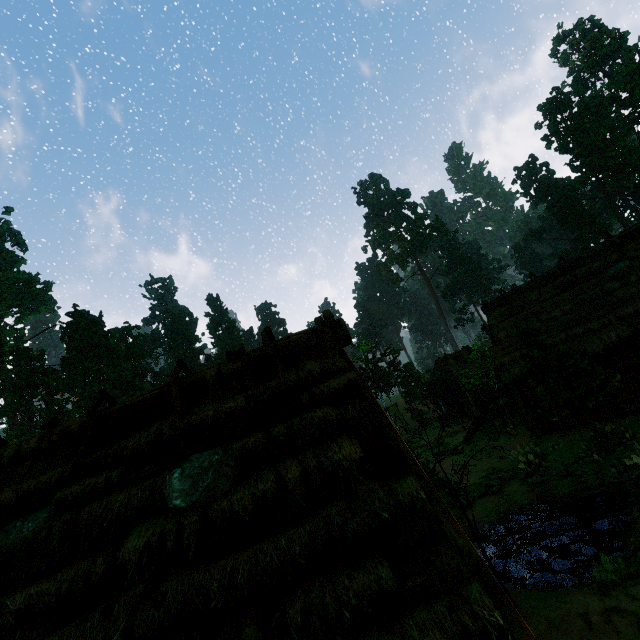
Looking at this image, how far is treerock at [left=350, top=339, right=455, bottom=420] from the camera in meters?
33.2

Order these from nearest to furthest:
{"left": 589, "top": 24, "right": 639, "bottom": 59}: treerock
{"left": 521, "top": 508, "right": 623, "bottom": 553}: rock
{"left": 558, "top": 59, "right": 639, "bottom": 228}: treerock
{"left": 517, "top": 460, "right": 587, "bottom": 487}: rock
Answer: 1. {"left": 521, "top": 508, "right": 623, "bottom": 553}: rock
2. {"left": 517, "top": 460, "right": 587, "bottom": 487}: rock
3. {"left": 558, "top": 59, "right": 639, "bottom": 228}: treerock
4. {"left": 589, "top": 24, "right": 639, "bottom": 59}: treerock

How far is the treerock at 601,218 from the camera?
57.78m

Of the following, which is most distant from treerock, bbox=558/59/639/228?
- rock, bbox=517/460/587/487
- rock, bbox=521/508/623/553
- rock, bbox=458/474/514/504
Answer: rock, bbox=521/508/623/553

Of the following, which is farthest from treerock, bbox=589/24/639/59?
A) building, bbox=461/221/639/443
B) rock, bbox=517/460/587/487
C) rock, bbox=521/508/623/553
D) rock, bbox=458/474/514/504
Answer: rock, bbox=521/508/623/553

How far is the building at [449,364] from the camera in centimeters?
3396cm

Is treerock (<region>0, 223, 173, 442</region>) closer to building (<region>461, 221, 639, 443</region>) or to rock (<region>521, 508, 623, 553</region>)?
building (<region>461, 221, 639, 443</region>)

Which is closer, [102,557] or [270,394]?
[102,557]
